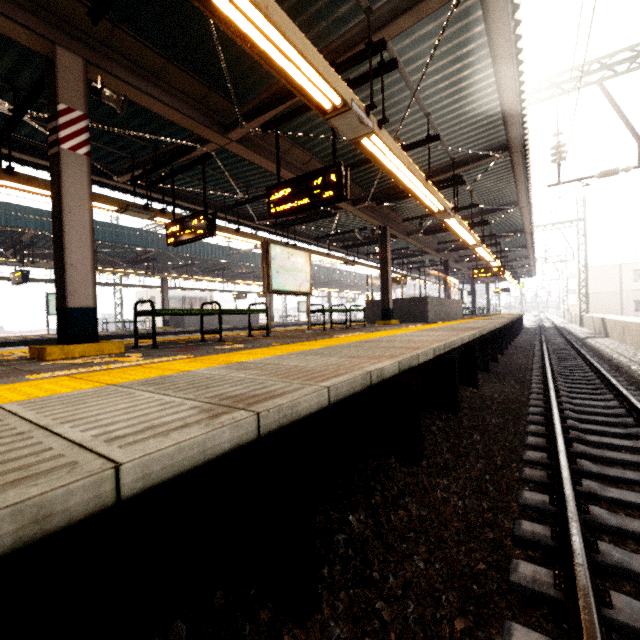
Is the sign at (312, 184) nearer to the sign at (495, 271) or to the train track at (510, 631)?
the sign at (495, 271)

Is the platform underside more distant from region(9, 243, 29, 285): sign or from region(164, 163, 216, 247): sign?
region(9, 243, 29, 285): sign

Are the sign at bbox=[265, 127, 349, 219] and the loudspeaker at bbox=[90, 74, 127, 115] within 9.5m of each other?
yes

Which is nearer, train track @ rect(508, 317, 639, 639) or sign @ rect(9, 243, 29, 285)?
train track @ rect(508, 317, 639, 639)

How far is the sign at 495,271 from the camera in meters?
16.4 m

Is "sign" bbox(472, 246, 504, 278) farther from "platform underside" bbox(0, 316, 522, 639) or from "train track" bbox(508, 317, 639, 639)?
"train track" bbox(508, 317, 639, 639)

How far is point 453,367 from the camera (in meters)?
5.00

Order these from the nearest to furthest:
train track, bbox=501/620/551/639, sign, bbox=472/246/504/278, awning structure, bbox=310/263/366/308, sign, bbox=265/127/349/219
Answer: train track, bbox=501/620/551/639 → sign, bbox=265/127/349/219 → sign, bbox=472/246/504/278 → awning structure, bbox=310/263/366/308
